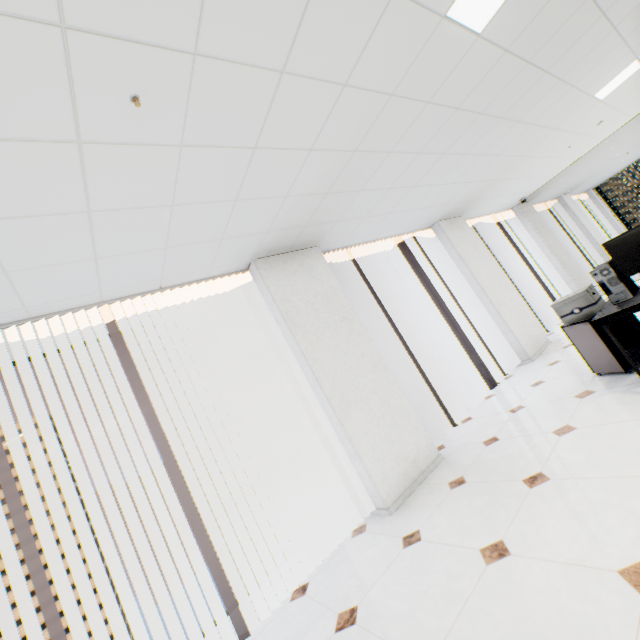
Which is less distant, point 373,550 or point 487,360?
point 373,550

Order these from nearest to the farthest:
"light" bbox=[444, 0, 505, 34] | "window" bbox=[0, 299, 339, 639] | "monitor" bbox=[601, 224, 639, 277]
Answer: "light" bbox=[444, 0, 505, 34] → "monitor" bbox=[601, 224, 639, 277] → "window" bbox=[0, 299, 339, 639]

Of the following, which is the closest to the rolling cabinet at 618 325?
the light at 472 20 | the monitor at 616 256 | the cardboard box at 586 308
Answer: the cardboard box at 586 308

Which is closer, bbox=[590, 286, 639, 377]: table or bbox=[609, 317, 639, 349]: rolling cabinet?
bbox=[590, 286, 639, 377]: table

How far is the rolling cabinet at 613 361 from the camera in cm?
325

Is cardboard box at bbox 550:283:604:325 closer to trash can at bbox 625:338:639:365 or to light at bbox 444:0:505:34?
trash can at bbox 625:338:639:365

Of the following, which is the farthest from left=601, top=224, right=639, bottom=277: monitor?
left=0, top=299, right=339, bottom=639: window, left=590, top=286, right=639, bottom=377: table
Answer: left=0, top=299, right=339, bottom=639: window

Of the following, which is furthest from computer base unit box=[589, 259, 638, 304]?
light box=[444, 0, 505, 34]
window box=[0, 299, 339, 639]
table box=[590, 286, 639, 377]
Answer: window box=[0, 299, 339, 639]
